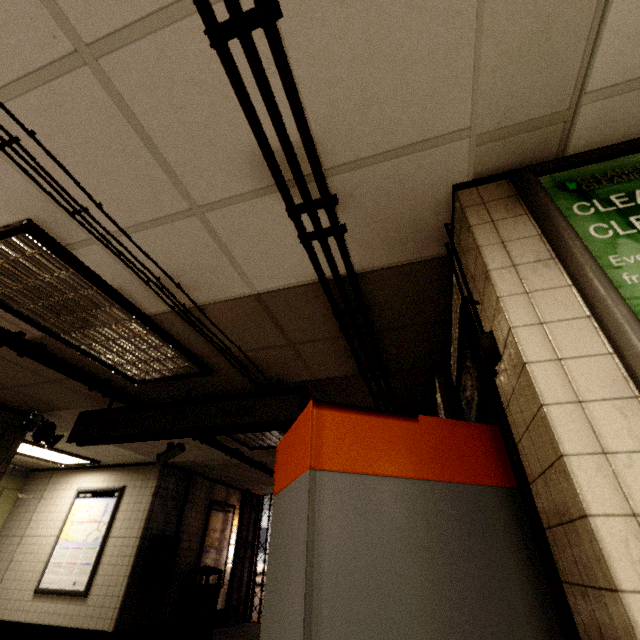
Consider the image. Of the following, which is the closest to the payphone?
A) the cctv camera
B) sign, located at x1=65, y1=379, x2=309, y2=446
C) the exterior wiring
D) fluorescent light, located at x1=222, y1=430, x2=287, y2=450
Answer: the cctv camera

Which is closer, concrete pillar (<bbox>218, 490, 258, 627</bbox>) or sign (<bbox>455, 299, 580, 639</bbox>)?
sign (<bbox>455, 299, 580, 639</bbox>)

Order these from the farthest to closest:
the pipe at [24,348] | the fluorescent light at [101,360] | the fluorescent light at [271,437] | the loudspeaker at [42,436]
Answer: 1. the fluorescent light at [271,437]
2. the loudspeaker at [42,436]
3. the pipe at [24,348]
4. the fluorescent light at [101,360]

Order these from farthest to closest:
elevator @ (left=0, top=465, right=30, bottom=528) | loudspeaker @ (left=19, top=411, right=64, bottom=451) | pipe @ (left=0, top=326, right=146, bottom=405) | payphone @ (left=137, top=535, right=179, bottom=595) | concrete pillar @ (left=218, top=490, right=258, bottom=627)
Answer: concrete pillar @ (left=218, top=490, right=258, bottom=627), elevator @ (left=0, top=465, right=30, bottom=528), payphone @ (left=137, top=535, right=179, bottom=595), loudspeaker @ (left=19, top=411, right=64, bottom=451), pipe @ (left=0, top=326, right=146, bottom=405)

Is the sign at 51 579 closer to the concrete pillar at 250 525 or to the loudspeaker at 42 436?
the loudspeaker at 42 436

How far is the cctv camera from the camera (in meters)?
5.53

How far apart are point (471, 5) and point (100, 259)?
2.4m

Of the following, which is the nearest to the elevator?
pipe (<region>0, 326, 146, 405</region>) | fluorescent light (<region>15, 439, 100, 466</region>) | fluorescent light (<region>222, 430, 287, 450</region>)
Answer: fluorescent light (<region>15, 439, 100, 466</region>)
